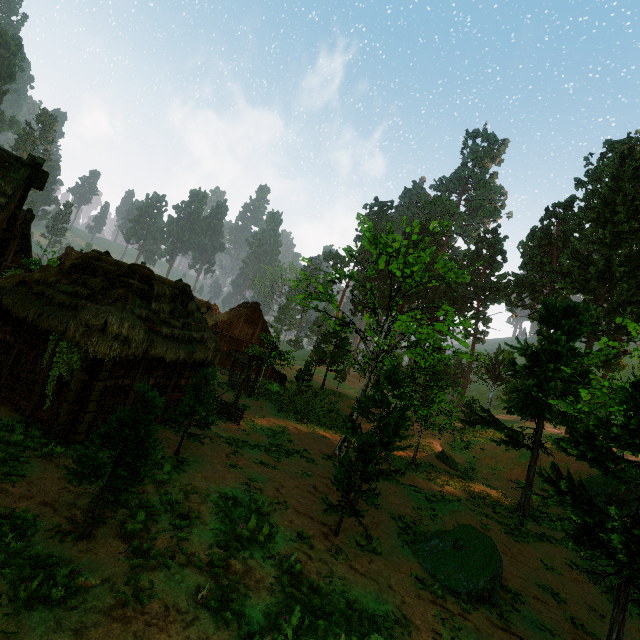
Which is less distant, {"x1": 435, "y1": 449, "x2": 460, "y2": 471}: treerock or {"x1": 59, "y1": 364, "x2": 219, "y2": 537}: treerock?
{"x1": 59, "y1": 364, "x2": 219, "y2": 537}: treerock

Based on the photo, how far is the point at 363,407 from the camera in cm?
1441

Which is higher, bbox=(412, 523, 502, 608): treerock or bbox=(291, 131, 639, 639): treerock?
bbox=(291, 131, 639, 639): treerock

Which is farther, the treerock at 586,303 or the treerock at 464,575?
the treerock at 464,575

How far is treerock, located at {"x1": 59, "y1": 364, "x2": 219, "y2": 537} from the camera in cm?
712

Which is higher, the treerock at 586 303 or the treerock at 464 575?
the treerock at 586 303
